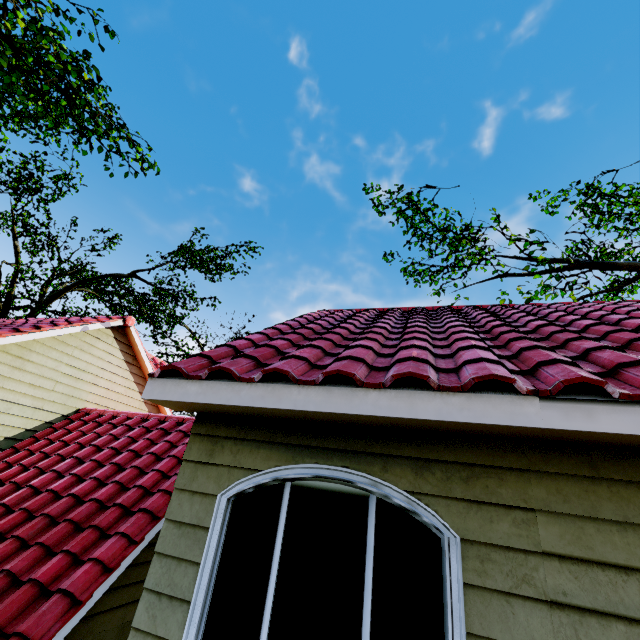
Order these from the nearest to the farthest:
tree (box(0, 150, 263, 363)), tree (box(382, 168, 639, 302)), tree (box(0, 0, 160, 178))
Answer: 1. tree (box(0, 0, 160, 178))
2. tree (box(382, 168, 639, 302))
3. tree (box(0, 150, 263, 363))

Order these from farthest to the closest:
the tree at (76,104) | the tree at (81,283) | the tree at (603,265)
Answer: the tree at (81,283) < the tree at (603,265) < the tree at (76,104)

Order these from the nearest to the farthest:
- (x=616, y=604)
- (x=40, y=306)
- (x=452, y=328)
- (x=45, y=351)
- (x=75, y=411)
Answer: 1. (x=616, y=604)
2. (x=452, y=328)
3. (x=45, y=351)
4. (x=75, y=411)
5. (x=40, y=306)

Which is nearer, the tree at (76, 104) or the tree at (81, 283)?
the tree at (76, 104)

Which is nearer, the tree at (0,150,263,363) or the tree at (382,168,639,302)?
the tree at (382,168,639,302)
